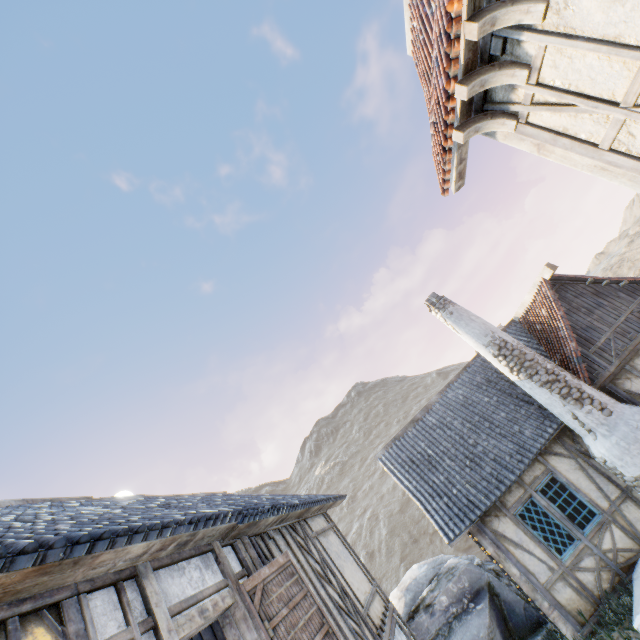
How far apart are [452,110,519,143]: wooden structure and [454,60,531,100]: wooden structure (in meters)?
0.39

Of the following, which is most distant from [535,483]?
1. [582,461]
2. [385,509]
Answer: [385,509]

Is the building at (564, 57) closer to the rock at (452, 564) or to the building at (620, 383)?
the building at (620, 383)

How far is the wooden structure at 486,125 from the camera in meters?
3.7 m

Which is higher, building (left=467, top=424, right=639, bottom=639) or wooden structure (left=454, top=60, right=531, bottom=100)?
wooden structure (left=454, top=60, right=531, bottom=100)

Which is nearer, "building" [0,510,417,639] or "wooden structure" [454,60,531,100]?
"building" [0,510,417,639]

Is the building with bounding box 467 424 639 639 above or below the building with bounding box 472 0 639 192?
below

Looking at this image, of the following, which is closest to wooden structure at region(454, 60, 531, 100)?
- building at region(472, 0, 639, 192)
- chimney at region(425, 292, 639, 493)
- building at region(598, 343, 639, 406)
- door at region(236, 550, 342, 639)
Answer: building at region(472, 0, 639, 192)
